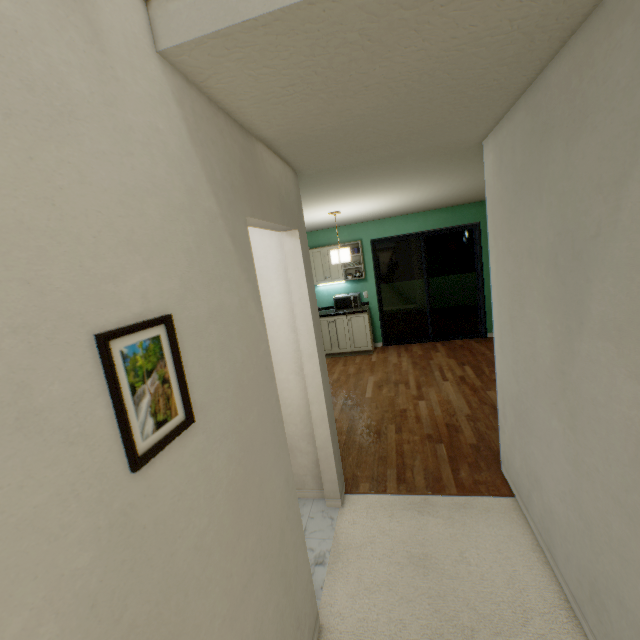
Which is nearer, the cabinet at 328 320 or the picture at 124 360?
the picture at 124 360

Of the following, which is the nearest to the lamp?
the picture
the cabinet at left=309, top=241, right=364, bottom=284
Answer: the cabinet at left=309, top=241, right=364, bottom=284

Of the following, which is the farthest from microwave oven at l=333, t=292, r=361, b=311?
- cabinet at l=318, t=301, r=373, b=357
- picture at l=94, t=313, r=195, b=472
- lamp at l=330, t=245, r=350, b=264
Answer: picture at l=94, t=313, r=195, b=472

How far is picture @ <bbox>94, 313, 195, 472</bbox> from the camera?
0.6 meters

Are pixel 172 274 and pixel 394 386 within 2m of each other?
no

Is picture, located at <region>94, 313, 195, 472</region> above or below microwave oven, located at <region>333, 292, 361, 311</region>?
above

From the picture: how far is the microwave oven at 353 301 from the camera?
6.1m

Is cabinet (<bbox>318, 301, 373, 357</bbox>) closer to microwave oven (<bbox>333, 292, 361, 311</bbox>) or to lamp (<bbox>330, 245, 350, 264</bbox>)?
microwave oven (<bbox>333, 292, 361, 311</bbox>)
